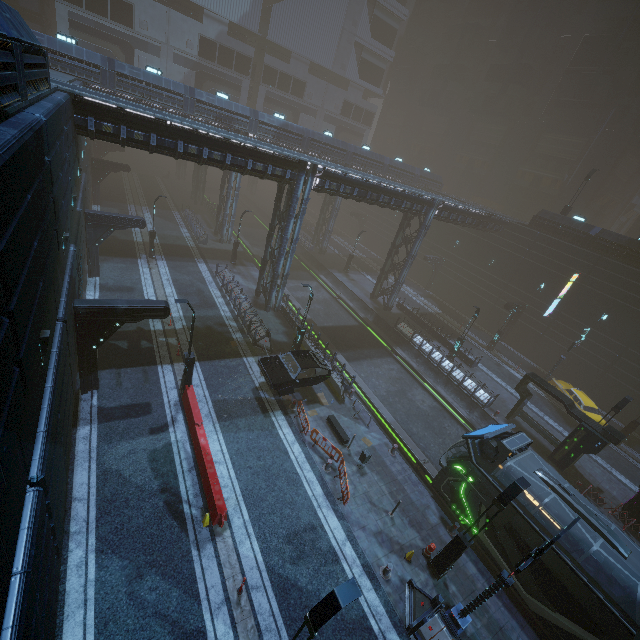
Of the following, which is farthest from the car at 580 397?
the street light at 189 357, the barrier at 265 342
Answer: the street light at 189 357

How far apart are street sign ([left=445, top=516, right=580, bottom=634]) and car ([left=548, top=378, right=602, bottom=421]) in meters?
18.9

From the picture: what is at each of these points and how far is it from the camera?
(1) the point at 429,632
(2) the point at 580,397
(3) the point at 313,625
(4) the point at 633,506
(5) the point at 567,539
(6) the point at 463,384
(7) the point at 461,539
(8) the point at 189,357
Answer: (1) building, 10.9m
(2) car, 25.8m
(3) street light, 6.7m
(4) sign, 18.2m
(5) train, 13.0m
(6) building, 25.8m
(7) street light, 11.9m
(8) street light, 15.9m

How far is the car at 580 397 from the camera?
24.86m

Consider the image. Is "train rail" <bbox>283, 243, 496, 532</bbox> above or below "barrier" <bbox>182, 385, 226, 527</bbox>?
below

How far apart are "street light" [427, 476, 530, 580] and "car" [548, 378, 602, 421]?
18.28m

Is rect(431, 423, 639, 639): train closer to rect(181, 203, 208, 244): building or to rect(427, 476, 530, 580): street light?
rect(181, 203, 208, 244): building

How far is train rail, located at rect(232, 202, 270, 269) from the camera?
39.6 meters
